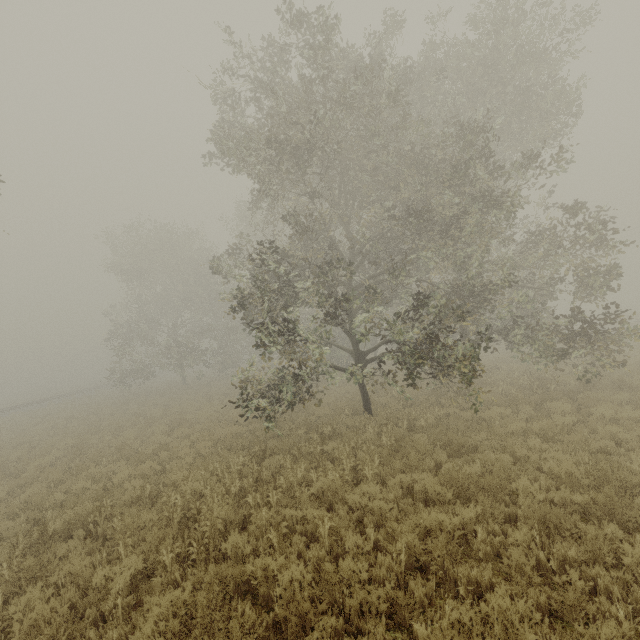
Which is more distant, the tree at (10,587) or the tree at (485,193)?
the tree at (485,193)

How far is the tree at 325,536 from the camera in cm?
569

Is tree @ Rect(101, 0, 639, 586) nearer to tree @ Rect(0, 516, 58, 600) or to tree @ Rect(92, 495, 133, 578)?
tree @ Rect(0, 516, 58, 600)

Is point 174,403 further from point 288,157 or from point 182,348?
point 288,157

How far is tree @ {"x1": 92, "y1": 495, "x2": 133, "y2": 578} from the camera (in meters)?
5.71

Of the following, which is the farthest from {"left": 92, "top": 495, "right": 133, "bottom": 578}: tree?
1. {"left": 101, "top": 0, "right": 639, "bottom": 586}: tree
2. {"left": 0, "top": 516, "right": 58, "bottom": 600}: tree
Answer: {"left": 101, "top": 0, "right": 639, "bottom": 586}: tree

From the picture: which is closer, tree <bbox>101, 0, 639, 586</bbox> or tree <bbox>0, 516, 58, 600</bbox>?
tree <bbox>0, 516, 58, 600</bbox>
